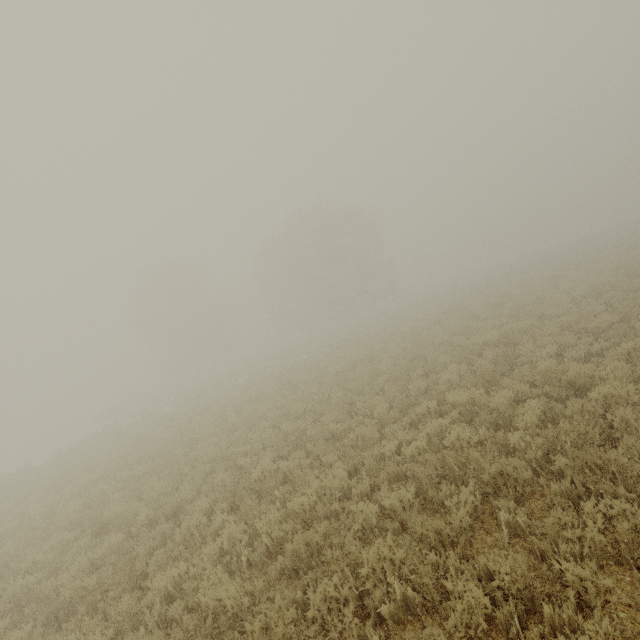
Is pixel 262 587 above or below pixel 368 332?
below
